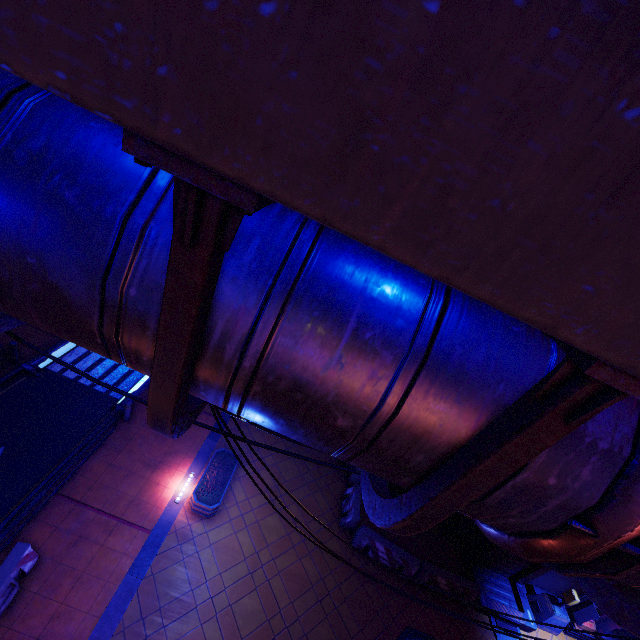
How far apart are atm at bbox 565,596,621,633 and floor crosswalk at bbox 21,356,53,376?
23.9 meters

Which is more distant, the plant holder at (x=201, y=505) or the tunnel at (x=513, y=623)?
the tunnel at (x=513, y=623)

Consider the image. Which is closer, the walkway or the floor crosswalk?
the walkway

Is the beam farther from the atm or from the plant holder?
the atm

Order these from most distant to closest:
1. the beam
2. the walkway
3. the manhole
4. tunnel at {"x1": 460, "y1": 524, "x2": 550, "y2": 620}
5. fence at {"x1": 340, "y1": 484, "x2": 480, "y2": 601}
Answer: tunnel at {"x1": 460, "y1": 524, "x2": 550, "y2": 620} → fence at {"x1": 340, "y1": 484, "x2": 480, "y2": 601} → the manhole → the beam → the walkway

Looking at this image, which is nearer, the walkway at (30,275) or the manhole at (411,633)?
the walkway at (30,275)

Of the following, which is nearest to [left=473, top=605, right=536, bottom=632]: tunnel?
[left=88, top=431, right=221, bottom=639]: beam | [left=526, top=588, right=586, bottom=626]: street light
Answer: [left=526, top=588, right=586, bottom=626]: street light

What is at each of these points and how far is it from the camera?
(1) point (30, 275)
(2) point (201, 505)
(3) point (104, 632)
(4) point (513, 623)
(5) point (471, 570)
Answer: (1) walkway, 1.5m
(2) plant holder, 10.8m
(3) beam, 8.3m
(4) tunnel, 12.4m
(5) tunnel, 13.4m
